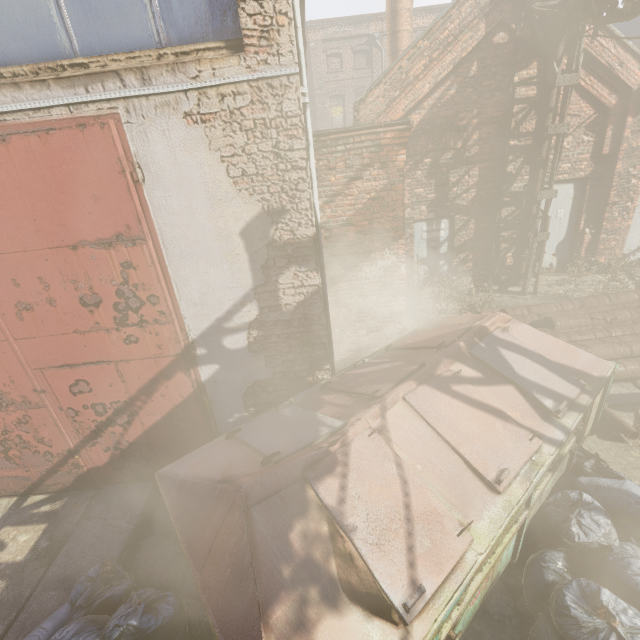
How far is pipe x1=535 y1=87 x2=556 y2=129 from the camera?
7.15m

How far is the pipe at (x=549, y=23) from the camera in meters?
6.5

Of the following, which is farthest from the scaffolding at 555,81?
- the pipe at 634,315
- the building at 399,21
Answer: the building at 399,21

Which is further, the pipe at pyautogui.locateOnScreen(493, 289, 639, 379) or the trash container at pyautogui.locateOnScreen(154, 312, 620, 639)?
the pipe at pyautogui.locateOnScreen(493, 289, 639, 379)

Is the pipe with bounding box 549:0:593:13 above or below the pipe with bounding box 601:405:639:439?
above

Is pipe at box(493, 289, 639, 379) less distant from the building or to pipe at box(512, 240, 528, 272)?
pipe at box(512, 240, 528, 272)

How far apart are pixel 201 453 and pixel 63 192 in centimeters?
269cm
